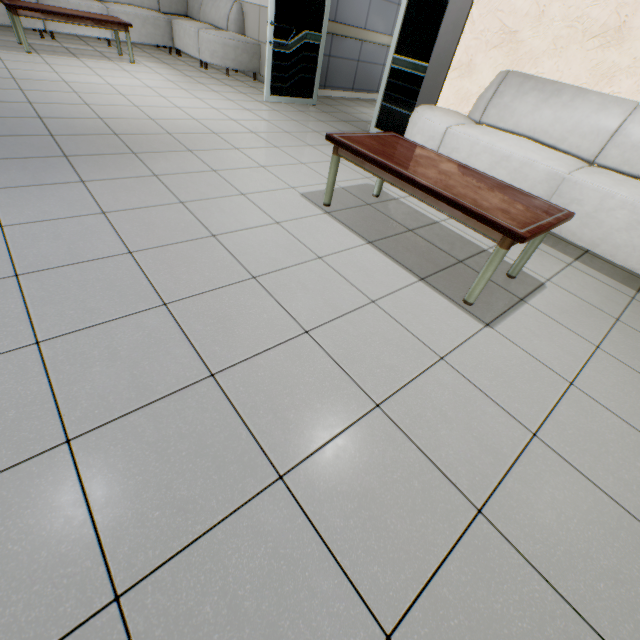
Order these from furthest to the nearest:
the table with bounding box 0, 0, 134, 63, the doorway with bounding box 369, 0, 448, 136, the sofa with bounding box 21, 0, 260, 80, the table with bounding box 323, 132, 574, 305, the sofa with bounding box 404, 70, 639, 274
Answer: the sofa with bounding box 21, 0, 260, 80 < the table with bounding box 0, 0, 134, 63 < the doorway with bounding box 369, 0, 448, 136 < the sofa with bounding box 404, 70, 639, 274 < the table with bounding box 323, 132, 574, 305

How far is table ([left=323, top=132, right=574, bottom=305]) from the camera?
1.8m

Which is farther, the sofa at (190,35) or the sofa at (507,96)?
the sofa at (190,35)

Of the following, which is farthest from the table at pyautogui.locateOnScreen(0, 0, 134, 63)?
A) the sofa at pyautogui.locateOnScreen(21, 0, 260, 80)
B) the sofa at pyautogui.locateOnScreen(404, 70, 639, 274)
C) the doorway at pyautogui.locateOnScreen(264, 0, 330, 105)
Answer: the sofa at pyautogui.locateOnScreen(404, 70, 639, 274)

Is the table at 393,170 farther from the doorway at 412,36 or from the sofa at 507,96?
the doorway at 412,36

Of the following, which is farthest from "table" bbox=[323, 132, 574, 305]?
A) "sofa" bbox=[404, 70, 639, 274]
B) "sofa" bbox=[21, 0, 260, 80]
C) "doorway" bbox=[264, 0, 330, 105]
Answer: "sofa" bbox=[21, 0, 260, 80]

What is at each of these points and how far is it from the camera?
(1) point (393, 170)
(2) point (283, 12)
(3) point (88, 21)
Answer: (1) table, 2.1 meters
(2) doorway, 4.6 meters
(3) table, 4.9 meters

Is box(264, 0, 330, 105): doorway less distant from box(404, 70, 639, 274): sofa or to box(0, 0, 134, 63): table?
box(404, 70, 639, 274): sofa
